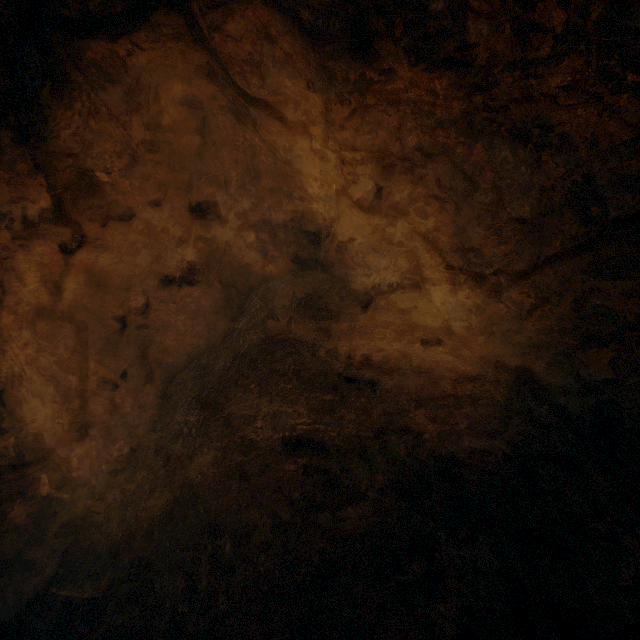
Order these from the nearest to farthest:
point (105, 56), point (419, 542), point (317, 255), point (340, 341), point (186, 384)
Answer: point (419, 542), point (105, 56), point (340, 341), point (186, 384), point (317, 255)
